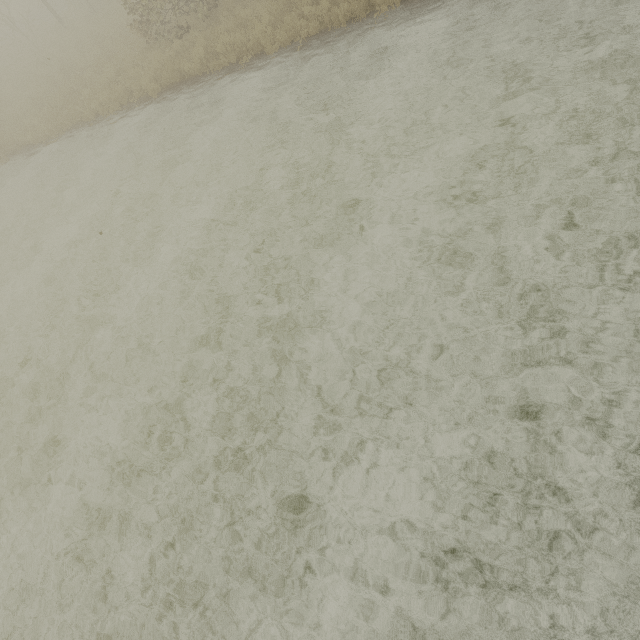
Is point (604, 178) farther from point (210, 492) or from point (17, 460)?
point (17, 460)
